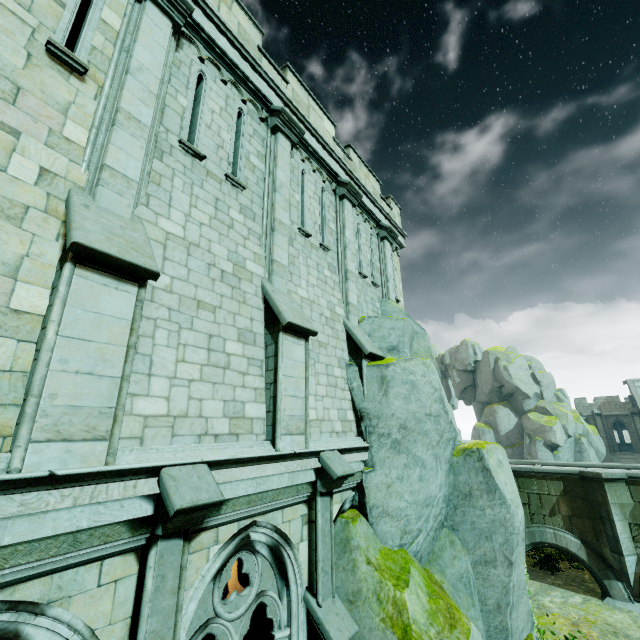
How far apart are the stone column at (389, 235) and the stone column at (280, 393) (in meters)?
5.24

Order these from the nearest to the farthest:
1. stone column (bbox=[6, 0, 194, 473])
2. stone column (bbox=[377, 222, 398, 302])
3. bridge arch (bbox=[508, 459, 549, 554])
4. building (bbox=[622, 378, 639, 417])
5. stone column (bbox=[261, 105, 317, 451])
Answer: stone column (bbox=[6, 0, 194, 473]) < stone column (bbox=[261, 105, 317, 451]) < stone column (bbox=[377, 222, 398, 302]) < bridge arch (bbox=[508, 459, 549, 554]) < building (bbox=[622, 378, 639, 417])

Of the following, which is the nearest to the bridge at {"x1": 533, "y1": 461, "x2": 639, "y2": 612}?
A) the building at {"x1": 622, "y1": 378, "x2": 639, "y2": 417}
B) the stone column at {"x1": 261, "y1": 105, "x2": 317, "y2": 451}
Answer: the stone column at {"x1": 261, "y1": 105, "x2": 317, "y2": 451}

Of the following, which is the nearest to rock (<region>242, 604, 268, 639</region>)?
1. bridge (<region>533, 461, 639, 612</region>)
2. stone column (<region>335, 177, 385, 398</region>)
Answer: stone column (<region>335, 177, 385, 398</region>)

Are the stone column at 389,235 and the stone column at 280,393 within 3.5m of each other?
no

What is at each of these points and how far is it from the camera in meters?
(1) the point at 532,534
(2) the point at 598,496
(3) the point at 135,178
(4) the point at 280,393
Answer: (1) bridge arch, 14.8 m
(2) bridge, 13.8 m
(3) stone column, 4.9 m
(4) stone column, 5.8 m

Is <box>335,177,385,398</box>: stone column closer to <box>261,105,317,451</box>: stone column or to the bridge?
<box>261,105,317,451</box>: stone column

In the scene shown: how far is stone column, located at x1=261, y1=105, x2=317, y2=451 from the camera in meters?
5.8
